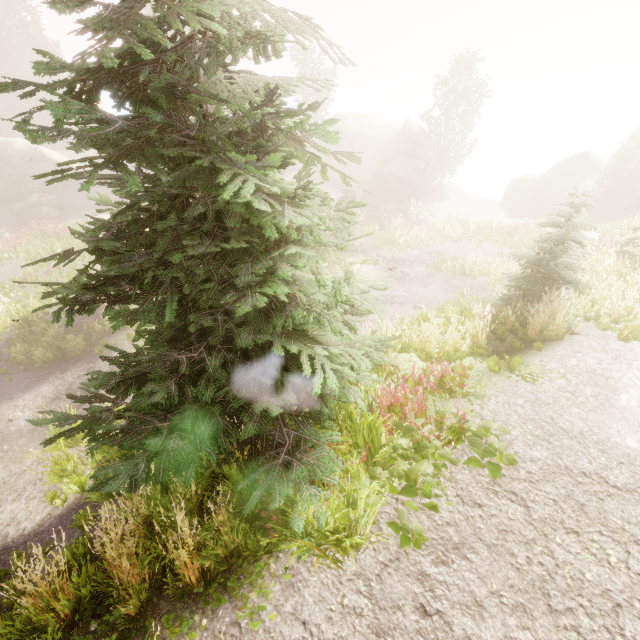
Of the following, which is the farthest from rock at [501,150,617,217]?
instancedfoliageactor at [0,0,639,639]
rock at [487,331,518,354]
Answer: rock at [487,331,518,354]

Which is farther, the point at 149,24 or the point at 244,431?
the point at 244,431

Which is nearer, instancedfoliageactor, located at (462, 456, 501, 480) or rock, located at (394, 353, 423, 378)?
instancedfoliageactor, located at (462, 456, 501, 480)

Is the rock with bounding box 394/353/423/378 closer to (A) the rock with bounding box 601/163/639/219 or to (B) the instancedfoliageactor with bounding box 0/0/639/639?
(B) the instancedfoliageactor with bounding box 0/0/639/639

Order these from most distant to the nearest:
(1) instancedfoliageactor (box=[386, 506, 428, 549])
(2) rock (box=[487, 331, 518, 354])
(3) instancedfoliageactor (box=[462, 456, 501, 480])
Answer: (2) rock (box=[487, 331, 518, 354]) → (3) instancedfoliageactor (box=[462, 456, 501, 480]) → (1) instancedfoliageactor (box=[386, 506, 428, 549])

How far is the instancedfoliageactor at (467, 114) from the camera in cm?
3384

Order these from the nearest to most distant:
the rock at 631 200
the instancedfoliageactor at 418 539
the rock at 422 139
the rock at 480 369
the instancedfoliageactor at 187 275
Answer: the instancedfoliageactor at 187 275 < the instancedfoliageactor at 418 539 < the rock at 480 369 < the rock at 631 200 < the rock at 422 139
